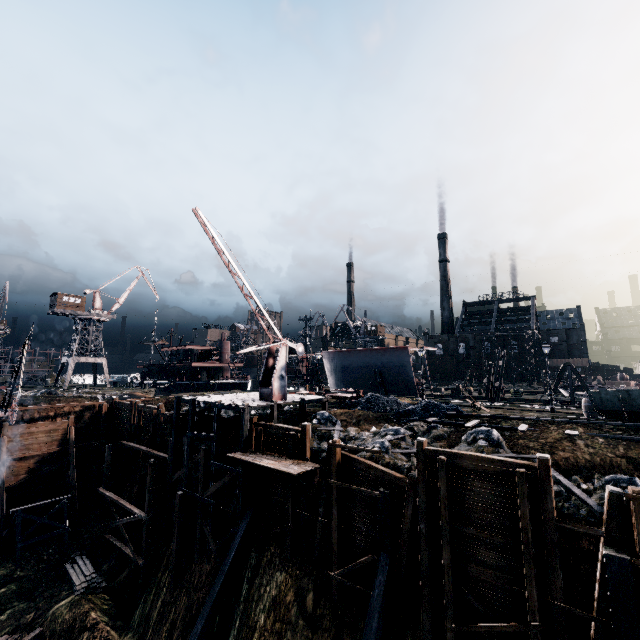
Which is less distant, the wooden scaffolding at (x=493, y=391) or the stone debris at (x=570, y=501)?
the stone debris at (x=570, y=501)

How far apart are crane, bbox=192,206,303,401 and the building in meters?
55.0 m

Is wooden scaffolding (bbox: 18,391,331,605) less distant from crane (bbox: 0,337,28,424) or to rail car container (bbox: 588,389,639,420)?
crane (bbox: 0,337,28,424)

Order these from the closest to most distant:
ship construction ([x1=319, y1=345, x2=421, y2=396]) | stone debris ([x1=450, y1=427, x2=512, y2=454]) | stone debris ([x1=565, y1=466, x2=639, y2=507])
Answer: stone debris ([x1=565, y1=466, x2=639, y2=507]) < stone debris ([x1=450, y1=427, x2=512, y2=454]) < ship construction ([x1=319, y1=345, x2=421, y2=396])

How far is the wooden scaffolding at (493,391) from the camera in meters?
36.3 m

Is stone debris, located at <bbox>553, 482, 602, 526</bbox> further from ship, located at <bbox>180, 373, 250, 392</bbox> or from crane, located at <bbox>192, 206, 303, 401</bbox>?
ship, located at <bbox>180, 373, 250, 392</bbox>

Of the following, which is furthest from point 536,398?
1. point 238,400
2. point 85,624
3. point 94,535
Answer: point 94,535

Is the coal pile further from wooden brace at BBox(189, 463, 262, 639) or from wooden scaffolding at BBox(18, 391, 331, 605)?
wooden brace at BBox(189, 463, 262, 639)
